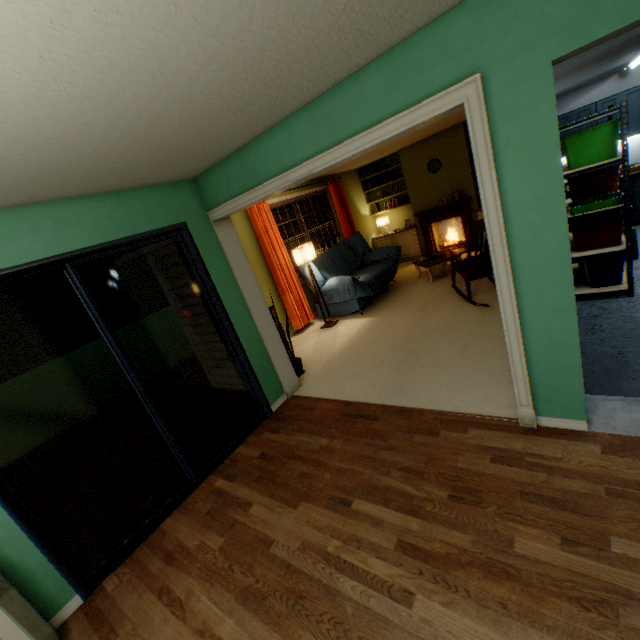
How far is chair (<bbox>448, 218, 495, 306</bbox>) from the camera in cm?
377

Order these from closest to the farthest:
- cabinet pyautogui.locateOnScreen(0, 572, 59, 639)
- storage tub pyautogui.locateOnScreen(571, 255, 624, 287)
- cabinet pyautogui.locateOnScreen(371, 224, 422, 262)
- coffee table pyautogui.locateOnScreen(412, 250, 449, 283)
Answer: cabinet pyautogui.locateOnScreen(0, 572, 59, 639)
storage tub pyautogui.locateOnScreen(571, 255, 624, 287)
coffee table pyautogui.locateOnScreen(412, 250, 449, 283)
cabinet pyautogui.locateOnScreen(371, 224, 422, 262)

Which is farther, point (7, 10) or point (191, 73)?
point (191, 73)

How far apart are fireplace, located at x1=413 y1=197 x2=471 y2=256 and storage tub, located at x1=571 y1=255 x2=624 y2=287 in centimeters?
282cm

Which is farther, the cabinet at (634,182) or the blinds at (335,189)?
the blinds at (335,189)

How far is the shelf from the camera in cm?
311

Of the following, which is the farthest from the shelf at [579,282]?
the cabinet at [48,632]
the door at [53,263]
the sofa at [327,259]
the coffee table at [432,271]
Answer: the cabinet at [48,632]

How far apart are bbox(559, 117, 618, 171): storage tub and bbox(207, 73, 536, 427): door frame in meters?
2.4 m
